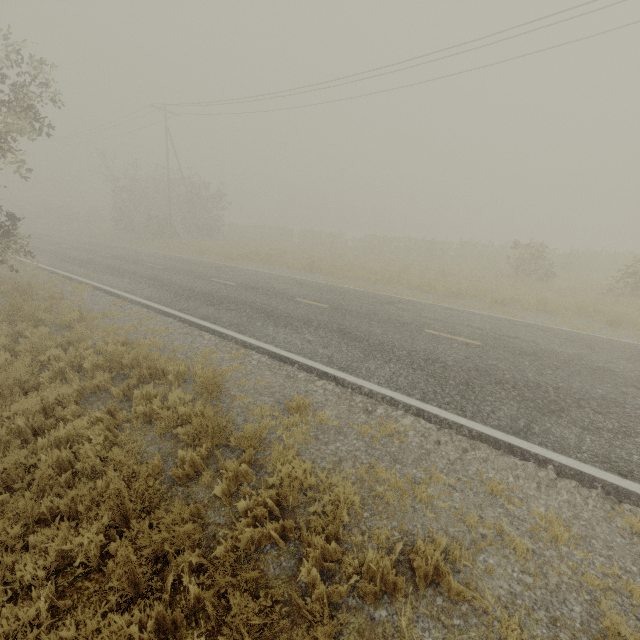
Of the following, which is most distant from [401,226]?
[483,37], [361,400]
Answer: [361,400]
